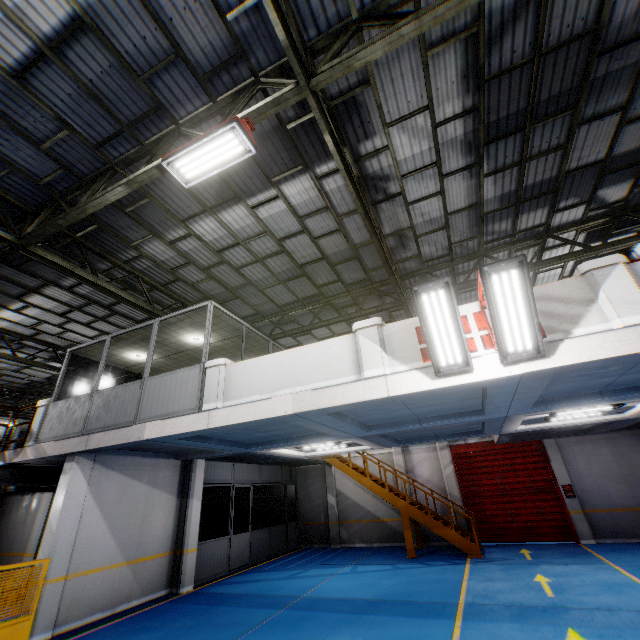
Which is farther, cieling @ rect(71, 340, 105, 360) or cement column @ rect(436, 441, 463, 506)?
cement column @ rect(436, 441, 463, 506)

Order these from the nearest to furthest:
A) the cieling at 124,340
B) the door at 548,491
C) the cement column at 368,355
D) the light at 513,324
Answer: the light at 513,324
the cement column at 368,355
the cieling at 124,340
the door at 548,491

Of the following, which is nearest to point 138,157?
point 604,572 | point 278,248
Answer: point 278,248

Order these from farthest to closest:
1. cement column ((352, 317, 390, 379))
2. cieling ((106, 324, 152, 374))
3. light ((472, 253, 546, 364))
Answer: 1. cieling ((106, 324, 152, 374))
2. cement column ((352, 317, 390, 379))
3. light ((472, 253, 546, 364))

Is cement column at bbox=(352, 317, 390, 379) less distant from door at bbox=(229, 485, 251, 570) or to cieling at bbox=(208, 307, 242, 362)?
cieling at bbox=(208, 307, 242, 362)

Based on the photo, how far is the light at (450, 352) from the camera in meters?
4.9 m

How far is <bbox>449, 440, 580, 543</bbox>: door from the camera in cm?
1304

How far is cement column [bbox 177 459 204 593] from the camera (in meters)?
10.05
